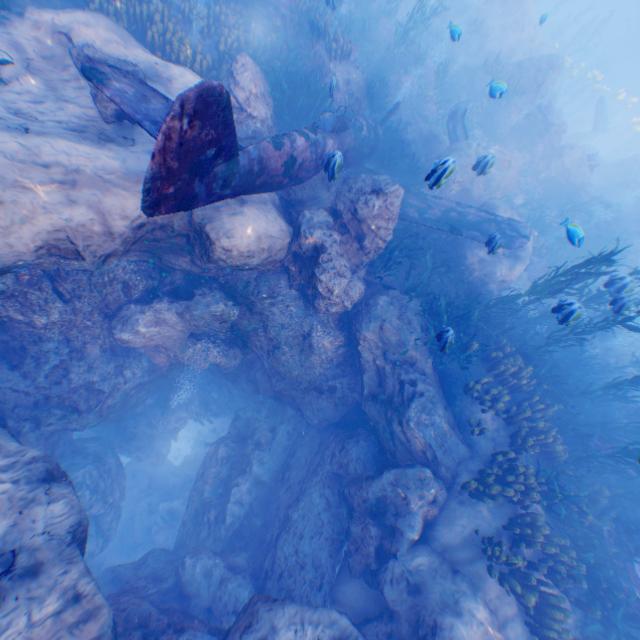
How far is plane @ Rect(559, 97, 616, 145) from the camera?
25.58m

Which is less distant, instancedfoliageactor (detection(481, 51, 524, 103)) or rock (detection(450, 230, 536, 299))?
instancedfoliageactor (detection(481, 51, 524, 103))

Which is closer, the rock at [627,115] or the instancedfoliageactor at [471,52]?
the instancedfoliageactor at [471,52]

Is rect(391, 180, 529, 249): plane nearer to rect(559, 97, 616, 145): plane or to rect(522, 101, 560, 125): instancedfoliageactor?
rect(522, 101, 560, 125): instancedfoliageactor

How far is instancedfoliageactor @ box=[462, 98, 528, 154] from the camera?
18.16m

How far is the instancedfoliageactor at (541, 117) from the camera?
17.6m

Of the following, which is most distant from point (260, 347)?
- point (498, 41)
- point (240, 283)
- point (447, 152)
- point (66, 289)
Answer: point (498, 41)

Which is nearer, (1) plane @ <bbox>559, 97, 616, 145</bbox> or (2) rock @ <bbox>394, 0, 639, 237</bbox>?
(2) rock @ <bbox>394, 0, 639, 237</bbox>
